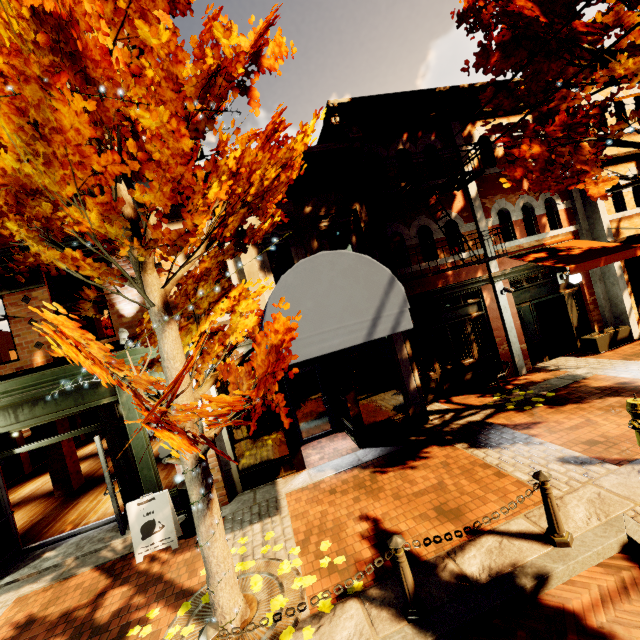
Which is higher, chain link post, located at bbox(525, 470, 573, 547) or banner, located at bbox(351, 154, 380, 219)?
banner, located at bbox(351, 154, 380, 219)

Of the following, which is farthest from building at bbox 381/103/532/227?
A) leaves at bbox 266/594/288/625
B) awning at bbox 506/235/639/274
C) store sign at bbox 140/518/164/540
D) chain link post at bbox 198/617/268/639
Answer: chain link post at bbox 198/617/268/639

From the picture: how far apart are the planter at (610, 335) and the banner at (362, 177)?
7.41m

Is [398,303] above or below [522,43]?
below

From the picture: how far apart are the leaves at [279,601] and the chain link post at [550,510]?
3.37m

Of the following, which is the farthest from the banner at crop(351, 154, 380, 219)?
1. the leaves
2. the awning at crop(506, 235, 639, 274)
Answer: the leaves

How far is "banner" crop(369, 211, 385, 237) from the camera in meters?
7.5 m

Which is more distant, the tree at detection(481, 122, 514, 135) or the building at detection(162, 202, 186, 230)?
the building at detection(162, 202, 186, 230)
